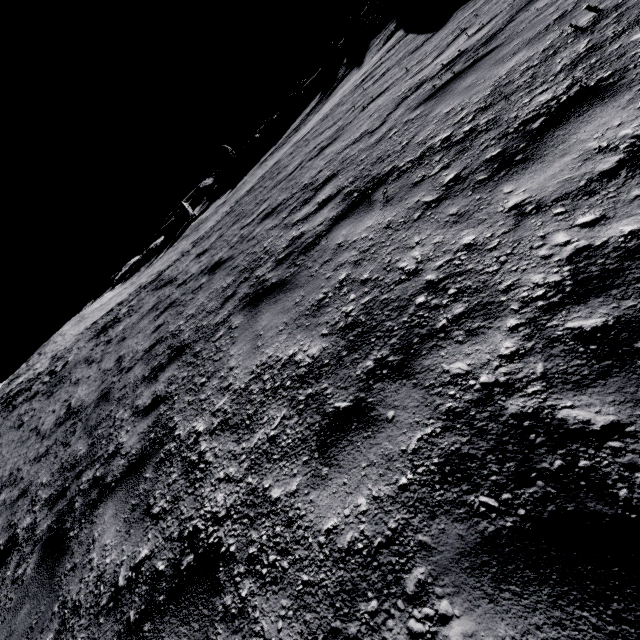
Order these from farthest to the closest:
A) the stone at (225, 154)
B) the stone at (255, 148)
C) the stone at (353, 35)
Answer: the stone at (225, 154) → the stone at (255, 148) → the stone at (353, 35)

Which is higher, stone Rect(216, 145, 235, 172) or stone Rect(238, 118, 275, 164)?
stone Rect(216, 145, 235, 172)

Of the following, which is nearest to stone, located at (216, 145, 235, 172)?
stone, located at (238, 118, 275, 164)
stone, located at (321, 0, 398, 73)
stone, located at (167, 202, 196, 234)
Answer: stone, located at (238, 118, 275, 164)

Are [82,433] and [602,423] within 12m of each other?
yes

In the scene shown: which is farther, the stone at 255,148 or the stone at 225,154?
the stone at 225,154

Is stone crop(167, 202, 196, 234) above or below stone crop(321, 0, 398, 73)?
below

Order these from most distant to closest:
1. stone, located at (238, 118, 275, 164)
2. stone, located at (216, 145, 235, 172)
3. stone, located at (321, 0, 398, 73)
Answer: stone, located at (216, 145, 235, 172) → stone, located at (238, 118, 275, 164) → stone, located at (321, 0, 398, 73)

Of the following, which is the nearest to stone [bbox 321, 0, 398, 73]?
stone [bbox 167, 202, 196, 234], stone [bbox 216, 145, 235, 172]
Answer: stone [bbox 216, 145, 235, 172]
